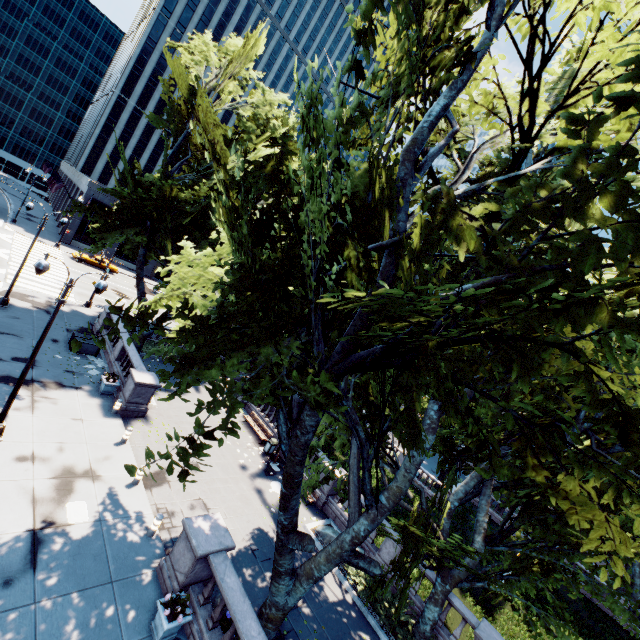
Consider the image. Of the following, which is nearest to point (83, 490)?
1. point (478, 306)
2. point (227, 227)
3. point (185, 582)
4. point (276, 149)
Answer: point (185, 582)

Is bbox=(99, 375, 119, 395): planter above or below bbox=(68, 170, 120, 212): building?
below

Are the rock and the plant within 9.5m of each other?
yes

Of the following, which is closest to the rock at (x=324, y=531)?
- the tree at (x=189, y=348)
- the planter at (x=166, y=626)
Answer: the tree at (x=189, y=348)

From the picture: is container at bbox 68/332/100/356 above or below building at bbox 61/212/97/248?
below

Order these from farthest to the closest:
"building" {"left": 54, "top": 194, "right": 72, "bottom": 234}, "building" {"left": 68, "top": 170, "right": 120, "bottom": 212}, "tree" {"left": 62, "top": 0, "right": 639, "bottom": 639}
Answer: "building" {"left": 54, "top": 194, "right": 72, "bottom": 234}
"building" {"left": 68, "top": 170, "right": 120, "bottom": 212}
"tree" {"left": 62, "top": 0, "right": 639, "bottom": 639}

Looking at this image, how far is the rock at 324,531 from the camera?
16.5m

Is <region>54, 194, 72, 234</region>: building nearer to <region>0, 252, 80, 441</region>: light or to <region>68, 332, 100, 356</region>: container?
<region>68, 332, 100, 356</region>: container
